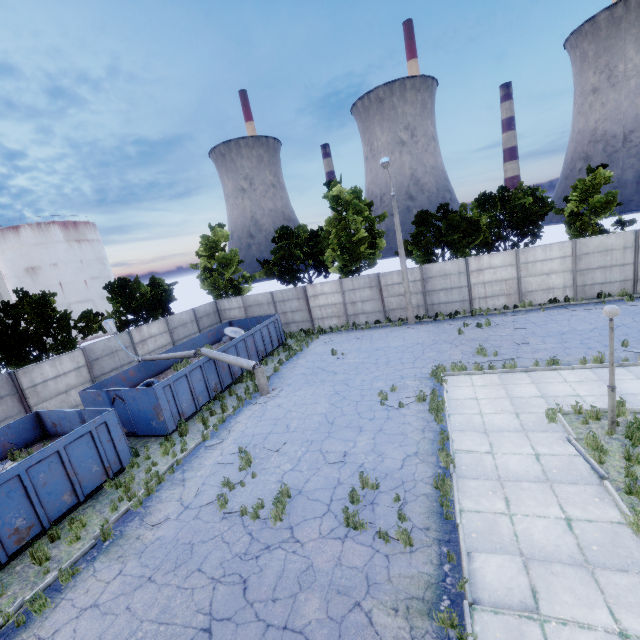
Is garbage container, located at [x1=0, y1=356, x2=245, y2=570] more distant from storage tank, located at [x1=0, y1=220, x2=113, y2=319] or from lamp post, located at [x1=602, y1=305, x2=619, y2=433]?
storage tank, located at [x1=0, y1=220, x2=113, y2=319]

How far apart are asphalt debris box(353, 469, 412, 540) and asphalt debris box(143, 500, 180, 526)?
4.79m

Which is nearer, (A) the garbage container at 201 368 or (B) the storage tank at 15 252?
(A) the garbage container at 201 368

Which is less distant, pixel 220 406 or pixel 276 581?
pixel 276 581

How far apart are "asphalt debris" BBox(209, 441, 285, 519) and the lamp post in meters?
8.9 m

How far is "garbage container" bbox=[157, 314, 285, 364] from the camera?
18.37m

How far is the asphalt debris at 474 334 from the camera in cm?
1714

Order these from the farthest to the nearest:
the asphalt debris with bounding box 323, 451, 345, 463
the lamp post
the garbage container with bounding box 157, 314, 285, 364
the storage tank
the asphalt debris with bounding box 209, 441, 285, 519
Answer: the storage tank < the garbage container with bounding box 157, 314, 285, 364 < the asphalt debris with bounding box 323, 451, 345, 463 < the asphalt debris with bounding box 209, 441, 285, 519 < the lamp post
